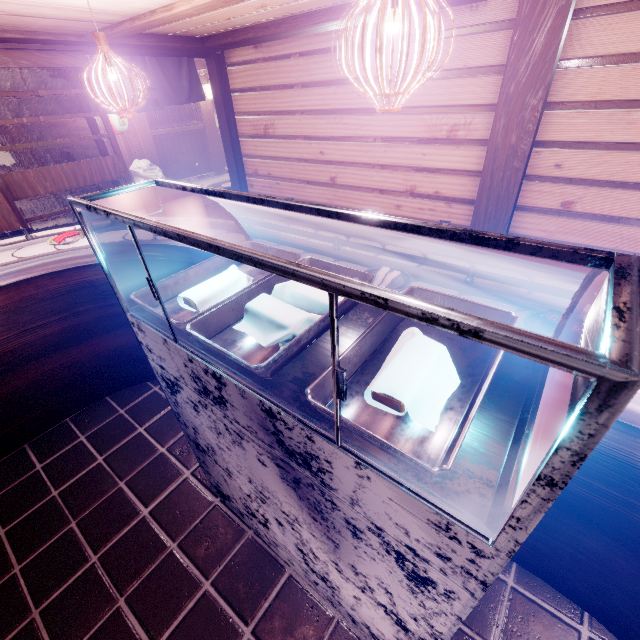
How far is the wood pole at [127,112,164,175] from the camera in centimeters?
1636cm

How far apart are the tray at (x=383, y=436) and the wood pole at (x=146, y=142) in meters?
19.8

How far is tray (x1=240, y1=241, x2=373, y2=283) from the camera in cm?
250

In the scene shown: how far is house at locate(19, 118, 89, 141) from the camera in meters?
13.4

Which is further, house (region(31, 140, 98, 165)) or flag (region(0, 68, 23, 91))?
house (region(31, 140, 98, 165))

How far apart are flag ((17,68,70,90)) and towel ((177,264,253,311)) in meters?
8.4 m

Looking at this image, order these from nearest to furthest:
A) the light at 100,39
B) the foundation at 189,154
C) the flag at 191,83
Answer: the light at 100,39 → the flag at 191,83 → the foundation at 189,154

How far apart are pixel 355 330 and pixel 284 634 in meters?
3.0
